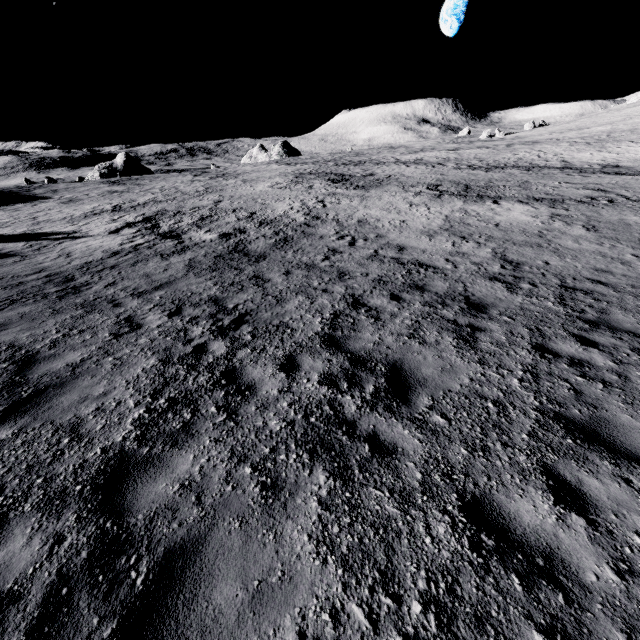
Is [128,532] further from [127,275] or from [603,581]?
[127,275]
